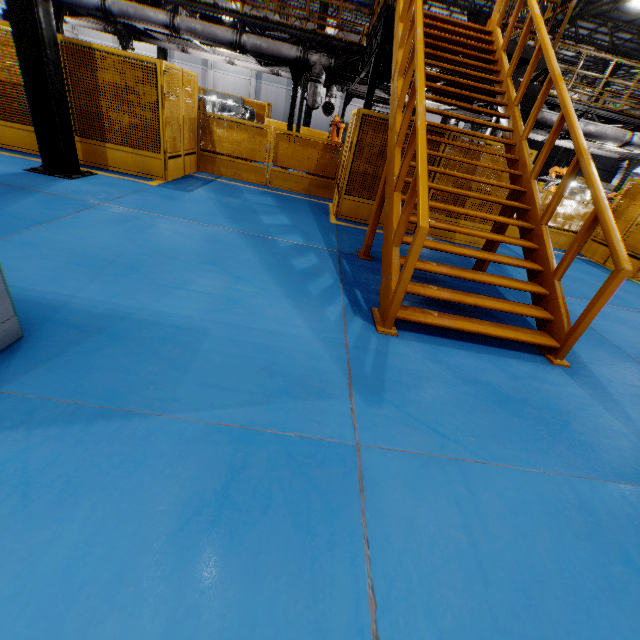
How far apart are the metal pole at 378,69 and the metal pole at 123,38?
12.0 meters

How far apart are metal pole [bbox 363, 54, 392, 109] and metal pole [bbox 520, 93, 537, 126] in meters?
2.9

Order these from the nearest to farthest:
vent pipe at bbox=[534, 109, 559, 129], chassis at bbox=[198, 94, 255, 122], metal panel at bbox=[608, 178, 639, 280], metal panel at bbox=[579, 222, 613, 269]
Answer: A:
1. metal panel at bbox=[608, 178, 639, 280]
2. metal panel at bbox=[579, 222, 613, 269]
3. vent pipe at bbox=[534, 109, 559, 129]
4. chassis at bbox=[198, 94, 255, 122]

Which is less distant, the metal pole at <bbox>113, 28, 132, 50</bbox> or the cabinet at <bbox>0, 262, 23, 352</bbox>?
the cabinet at <bbox>0, 262, 23, 352</bbox>

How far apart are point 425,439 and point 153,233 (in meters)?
4.49

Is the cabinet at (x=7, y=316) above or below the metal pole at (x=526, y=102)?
below

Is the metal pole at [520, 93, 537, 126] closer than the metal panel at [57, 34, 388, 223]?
No

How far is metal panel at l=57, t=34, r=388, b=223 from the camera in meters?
6.5 m
